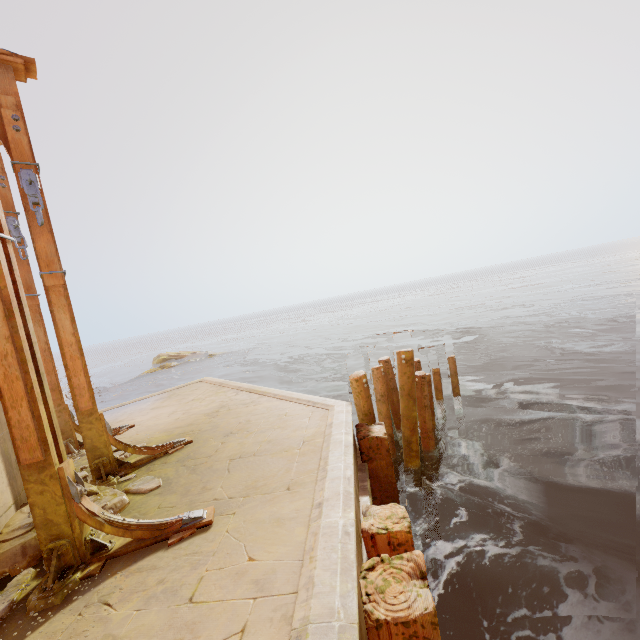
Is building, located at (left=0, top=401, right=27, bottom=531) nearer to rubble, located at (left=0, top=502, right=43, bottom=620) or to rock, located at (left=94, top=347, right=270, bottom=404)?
rubble, located at (left=0, top=502, right=43, bottom=620)

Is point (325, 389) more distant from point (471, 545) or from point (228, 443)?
point (228, 443)

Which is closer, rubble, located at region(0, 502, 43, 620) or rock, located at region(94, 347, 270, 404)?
rubble, located at region(0, 502, 43, 620)

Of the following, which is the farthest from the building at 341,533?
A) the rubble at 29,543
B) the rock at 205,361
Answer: the rock at 205,361

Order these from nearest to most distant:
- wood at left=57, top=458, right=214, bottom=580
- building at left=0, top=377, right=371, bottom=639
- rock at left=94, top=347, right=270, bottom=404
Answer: building at left=0, top=377, right=371, bottom=639, wood at left=57, top=458, right=214, bottom=580, rock at left=94, top=347, right=270, bottom=404

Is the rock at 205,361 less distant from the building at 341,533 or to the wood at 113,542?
the building at 341,533

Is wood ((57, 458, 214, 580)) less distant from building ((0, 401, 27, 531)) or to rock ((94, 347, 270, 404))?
building ((0, 401, 27, 531))

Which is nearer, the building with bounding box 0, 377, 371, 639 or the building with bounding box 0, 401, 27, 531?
the building with bounding box 0, 377, 371, 639
